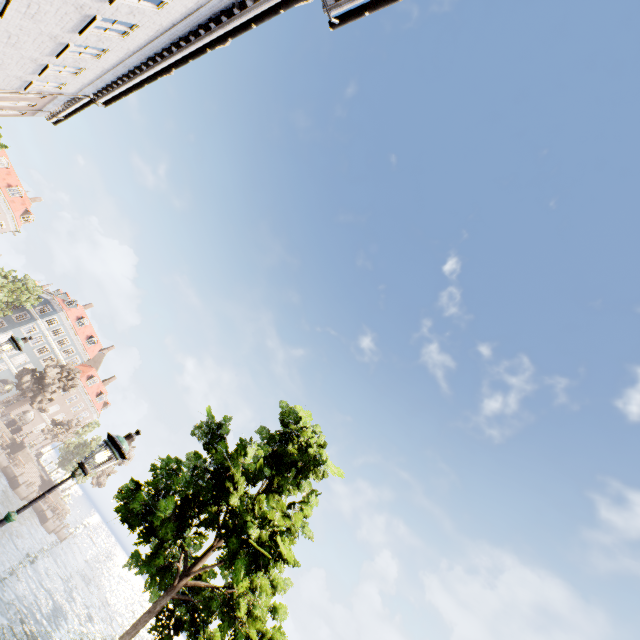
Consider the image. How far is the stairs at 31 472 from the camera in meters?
45.6

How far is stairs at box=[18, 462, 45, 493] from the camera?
45.6 meters

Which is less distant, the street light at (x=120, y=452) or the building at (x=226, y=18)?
the street light at (x=120, y=452)

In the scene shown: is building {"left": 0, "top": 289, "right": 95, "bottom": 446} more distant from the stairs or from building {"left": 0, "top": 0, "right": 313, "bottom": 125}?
building {"left": 0, "top": 0, "right": 313, "bottom": 125}

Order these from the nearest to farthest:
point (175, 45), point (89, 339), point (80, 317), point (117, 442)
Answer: point (117, 442) → point (175, 45) → point (80, 317) → point (89, 339)

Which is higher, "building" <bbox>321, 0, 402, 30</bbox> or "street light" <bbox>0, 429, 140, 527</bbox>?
"building" <bbox>321, 0, 402, 30</bbox>

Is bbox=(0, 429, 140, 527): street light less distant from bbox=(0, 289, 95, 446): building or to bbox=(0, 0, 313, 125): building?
bbox=(0, 0, 313, 125): building

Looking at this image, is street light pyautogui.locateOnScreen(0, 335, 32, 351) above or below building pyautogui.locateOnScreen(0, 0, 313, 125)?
below
